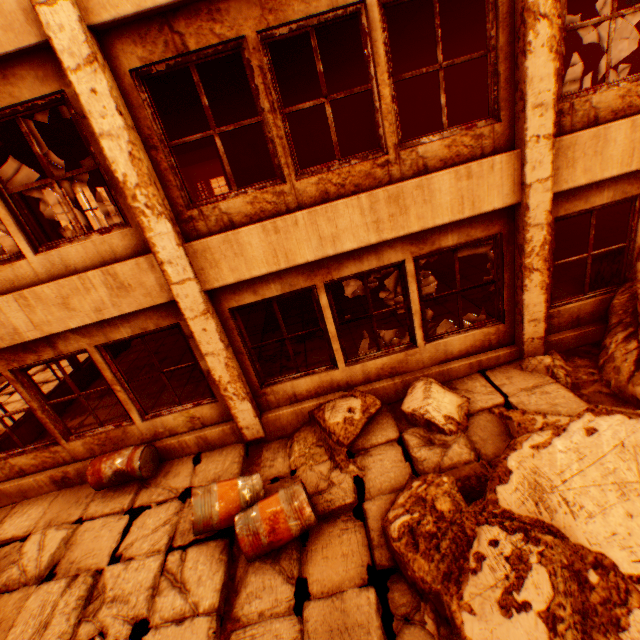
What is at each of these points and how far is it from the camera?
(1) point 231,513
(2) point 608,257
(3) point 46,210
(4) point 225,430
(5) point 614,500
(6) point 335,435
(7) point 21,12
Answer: (1) metal barrel, 4.0 meters
(2) rock pile, 5.7 meters
(3) pillar, 8.5 meters
(4) wall corner piece, 5.6 meters
(5) rock pile, 2.6 meters
(6) rock pile, 5.0 meters
(7) wall corner piece, 3.2 meters

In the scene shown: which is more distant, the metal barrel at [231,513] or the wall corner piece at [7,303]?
the wall corner piece at [7,303]

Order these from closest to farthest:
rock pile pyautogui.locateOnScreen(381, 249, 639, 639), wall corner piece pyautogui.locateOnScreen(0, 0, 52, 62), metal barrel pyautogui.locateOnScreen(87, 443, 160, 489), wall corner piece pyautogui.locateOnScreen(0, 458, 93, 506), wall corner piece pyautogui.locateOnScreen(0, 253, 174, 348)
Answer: rock pile pyautogui.locateOnScreen(381, 249, 639, 639) < wall corner piece pyautogui.locateOnScreen(0, 0, 52, 62) < wall corner piece pyautogui.locateOnScreen(0, 253, 174, 348) < metal barrel pyautogui.locateOnScreen(87, 443, 160, 489) < wall corner piece pyautogui.locateOnScreen(0, 458, 93, 506)

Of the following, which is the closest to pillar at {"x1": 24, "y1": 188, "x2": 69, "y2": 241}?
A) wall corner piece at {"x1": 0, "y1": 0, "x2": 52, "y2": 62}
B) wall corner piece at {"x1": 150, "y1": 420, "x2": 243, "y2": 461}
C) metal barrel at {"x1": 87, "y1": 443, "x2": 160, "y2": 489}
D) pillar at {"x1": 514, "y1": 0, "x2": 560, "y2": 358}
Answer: wall corner piece at {"x1": 0, "y1": 0, "x2": 52, "y2": 62}

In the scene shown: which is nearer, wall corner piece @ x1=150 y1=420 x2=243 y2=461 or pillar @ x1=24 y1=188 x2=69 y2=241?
wall corner piece @ x1=150 y1=420 x2=243 y2=461

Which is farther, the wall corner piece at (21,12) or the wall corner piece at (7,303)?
the wall corner piece at (7,303)

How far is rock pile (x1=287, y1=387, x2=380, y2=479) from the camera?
4.85m

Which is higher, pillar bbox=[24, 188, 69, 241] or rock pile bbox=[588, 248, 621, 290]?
pillar bbox=[24, 188, 69, 241]
